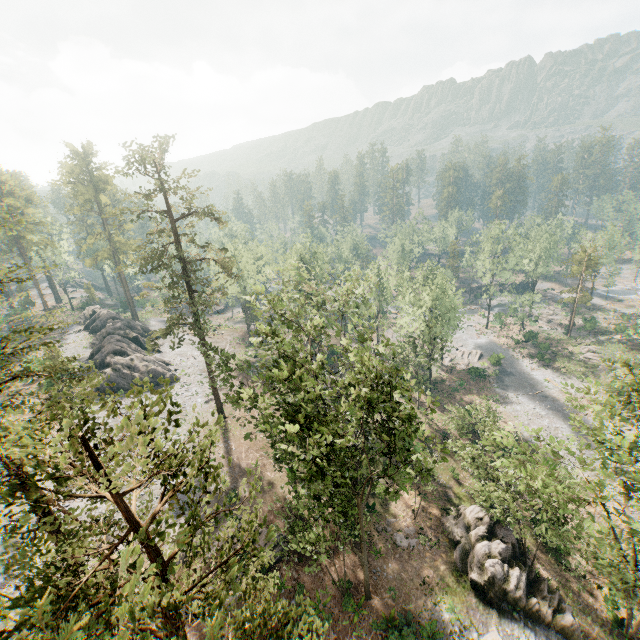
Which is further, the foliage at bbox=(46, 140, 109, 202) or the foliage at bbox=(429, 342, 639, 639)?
the foliage at bbox=(46, 140, 109, 202)

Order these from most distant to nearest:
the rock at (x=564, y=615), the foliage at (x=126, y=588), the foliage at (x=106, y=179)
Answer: the foliage at (x=106, y=179) → the rock at (x=564, y=615) → the foliage at (x=126, y=588)

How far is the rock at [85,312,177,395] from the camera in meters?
42.3 m

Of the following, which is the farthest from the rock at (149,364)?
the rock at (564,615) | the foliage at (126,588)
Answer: the rock at (564,615)

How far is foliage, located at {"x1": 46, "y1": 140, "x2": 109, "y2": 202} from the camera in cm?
5697

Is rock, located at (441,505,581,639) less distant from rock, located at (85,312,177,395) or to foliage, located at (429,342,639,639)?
foliage, located at (429,342,639,639)

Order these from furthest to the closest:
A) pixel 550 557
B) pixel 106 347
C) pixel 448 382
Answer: pixel 448 382, pixel 106 347, pixel 550 557

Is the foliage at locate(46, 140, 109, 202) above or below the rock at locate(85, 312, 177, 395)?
above
